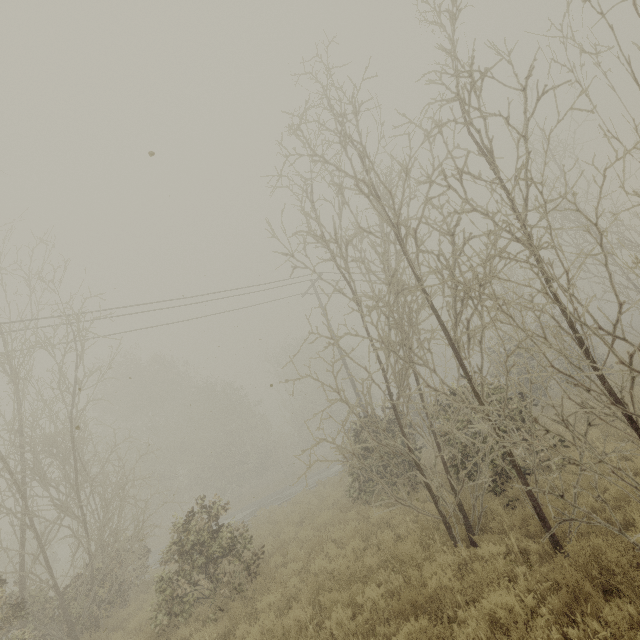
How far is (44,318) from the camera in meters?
11.8
